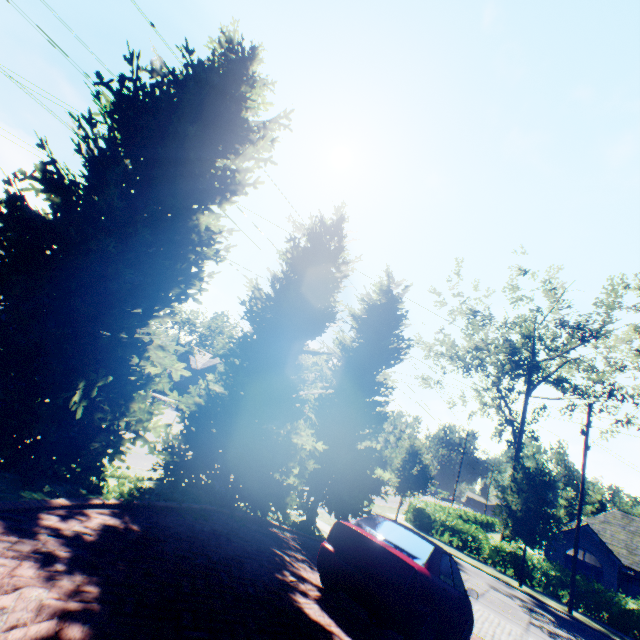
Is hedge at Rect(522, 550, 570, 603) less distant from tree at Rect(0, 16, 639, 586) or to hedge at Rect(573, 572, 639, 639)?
hedge at Rect(573, 572, 639, 639)

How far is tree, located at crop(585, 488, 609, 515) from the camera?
57.9 meters

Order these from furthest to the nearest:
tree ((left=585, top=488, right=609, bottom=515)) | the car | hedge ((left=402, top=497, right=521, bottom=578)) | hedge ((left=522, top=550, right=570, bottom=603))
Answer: tree ((left=585, top=488, right=609, bottom=515)), hedge ((left=402, top=497, right=521, bottom=578)), hedge ((left=522, top=550, right=570, bottom=603)), the car

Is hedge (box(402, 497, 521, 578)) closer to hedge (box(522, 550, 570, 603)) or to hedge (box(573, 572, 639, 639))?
hedge (box(522, 550, 570, 603))

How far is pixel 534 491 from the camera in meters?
20.1

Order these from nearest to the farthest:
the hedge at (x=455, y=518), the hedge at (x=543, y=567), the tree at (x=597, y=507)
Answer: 1. the hedge at (x=543, y=567)
2. the hedge at (x=455, y=518)
3. the tree at (x=597, y=507)

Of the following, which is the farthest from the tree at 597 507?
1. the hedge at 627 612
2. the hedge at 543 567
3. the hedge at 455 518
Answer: the hedge at 627 612

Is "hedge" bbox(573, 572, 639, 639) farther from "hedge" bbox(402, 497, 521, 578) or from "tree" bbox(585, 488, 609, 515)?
"hedge" bbox(402, 497, 521, 578)
